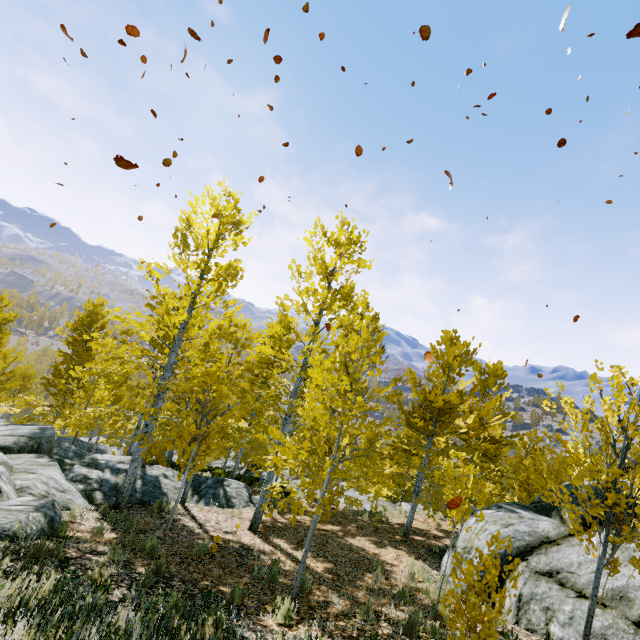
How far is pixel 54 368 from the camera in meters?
17.1

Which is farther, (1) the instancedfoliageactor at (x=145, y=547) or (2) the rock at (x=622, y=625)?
(1) the instancedfoliageactor at (x=145, y=547)

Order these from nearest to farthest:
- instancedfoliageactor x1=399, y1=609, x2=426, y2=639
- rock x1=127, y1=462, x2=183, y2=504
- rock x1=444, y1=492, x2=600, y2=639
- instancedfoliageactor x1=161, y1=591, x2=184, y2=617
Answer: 1. instancedfoliageactor x1=161, y1=591, x2=184, y2=617
2. instancedfoliageactor x1=399, y1=609, x2=426, y2=639
3. rock x1=444, y1=492, x2=600, y2=639
4. rock x1=127, y1=462, x2=183, y2=504

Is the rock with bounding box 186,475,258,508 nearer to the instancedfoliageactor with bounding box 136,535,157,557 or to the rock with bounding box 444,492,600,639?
the instancedfoliageactor with bounding box 136,535,157,557

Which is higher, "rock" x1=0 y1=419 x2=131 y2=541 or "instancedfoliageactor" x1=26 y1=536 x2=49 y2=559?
"instancedfoliageactor" x1=26 y1=536 x2=49 y2=559

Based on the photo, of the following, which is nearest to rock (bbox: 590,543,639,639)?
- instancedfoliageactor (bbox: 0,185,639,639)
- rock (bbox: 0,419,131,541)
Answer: instancedfoliageactor (bbox: 0,185,639,639)

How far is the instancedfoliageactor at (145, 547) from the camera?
7.0m

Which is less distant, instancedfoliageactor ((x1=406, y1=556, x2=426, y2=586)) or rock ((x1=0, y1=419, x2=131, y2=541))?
rock ((x1=0, y1=419, x2=131, y2=541))
